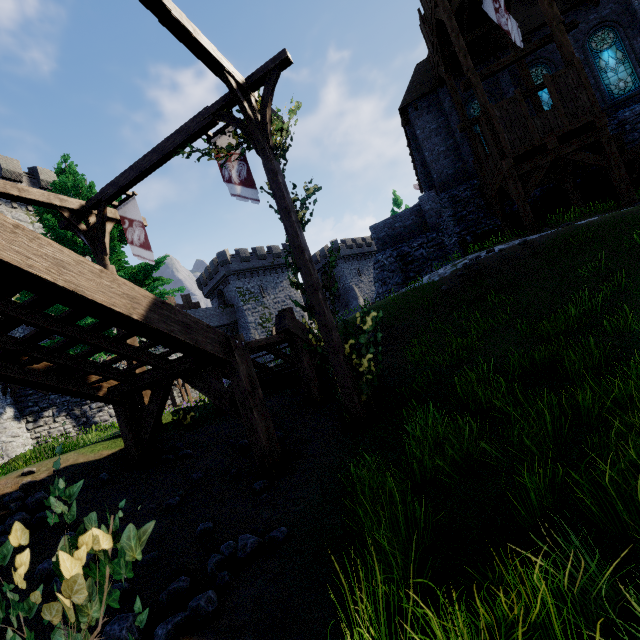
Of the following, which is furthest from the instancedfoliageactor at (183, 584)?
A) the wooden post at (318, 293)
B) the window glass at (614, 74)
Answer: the window glass at (614, 74)

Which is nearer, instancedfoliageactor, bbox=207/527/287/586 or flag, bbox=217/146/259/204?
instancedfoliageactor, bbox=207/527/287/586

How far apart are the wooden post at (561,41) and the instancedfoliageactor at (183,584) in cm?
1671

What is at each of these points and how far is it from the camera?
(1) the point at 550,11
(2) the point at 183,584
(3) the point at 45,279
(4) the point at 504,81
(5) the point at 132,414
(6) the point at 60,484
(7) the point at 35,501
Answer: (1) walkway, 11.5 meters
(2) instancedfoliageactor, 3.3 meters
(3) stairs, 3.4 meters
(4) building, 17.7 meters
(5) wooden support, 7.0 meters
(6) ivy, 1.2 meters
(7) instancedfoliageactor, 5.6 meters

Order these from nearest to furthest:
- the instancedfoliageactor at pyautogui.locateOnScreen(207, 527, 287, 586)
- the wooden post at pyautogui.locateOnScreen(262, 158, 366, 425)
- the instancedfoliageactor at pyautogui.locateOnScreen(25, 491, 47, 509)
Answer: the instancedfoliageactor at pyautogui.locateOnScreen(207, 527, 287, 586) → the instancedfoliageactor at pyautogui.locateOnScreen(25, 491, 47, 509) → the wooden post at pyautogui.locateOnScreen(262, 158, 366, 425)

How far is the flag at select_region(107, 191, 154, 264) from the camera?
9.1m

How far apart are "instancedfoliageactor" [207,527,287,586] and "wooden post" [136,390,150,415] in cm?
579

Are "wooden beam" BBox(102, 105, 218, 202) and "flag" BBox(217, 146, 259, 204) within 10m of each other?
yes
